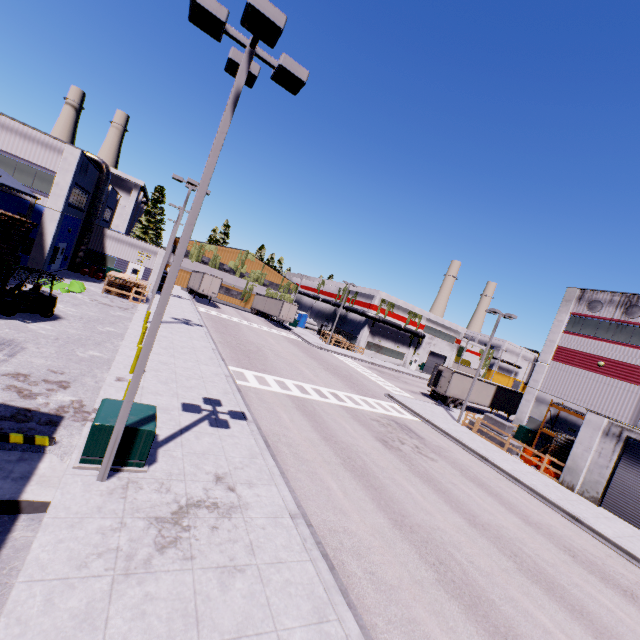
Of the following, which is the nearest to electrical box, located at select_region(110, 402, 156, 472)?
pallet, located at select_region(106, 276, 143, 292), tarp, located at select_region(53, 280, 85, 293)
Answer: pallet, located at select_region(106, 276, 143, 292)

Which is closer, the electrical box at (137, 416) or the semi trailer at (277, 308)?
the electrical box at (137, 416)

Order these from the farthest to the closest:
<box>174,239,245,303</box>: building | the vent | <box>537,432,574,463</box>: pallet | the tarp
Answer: <box>174,239,245,303</box>: building
the vent
the tarp
<box>537,432,574,463</box>: pallet

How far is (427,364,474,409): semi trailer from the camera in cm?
3362

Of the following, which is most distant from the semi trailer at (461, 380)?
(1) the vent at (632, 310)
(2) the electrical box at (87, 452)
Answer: (1) the vent at (632, 310)

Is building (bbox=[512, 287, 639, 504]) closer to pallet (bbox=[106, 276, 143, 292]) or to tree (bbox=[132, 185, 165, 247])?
tree (bbox=[132, 185, 165, 247])

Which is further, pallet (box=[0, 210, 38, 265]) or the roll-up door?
the roll-up door

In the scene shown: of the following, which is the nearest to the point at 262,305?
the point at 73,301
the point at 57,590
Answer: the point at 73,301
